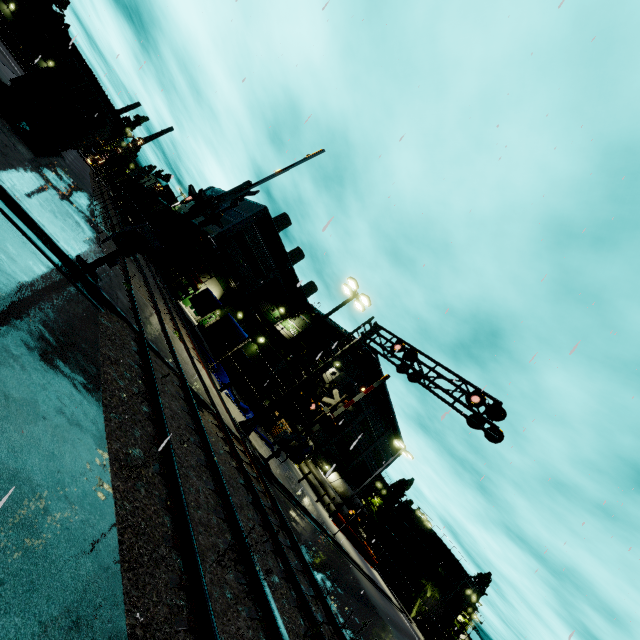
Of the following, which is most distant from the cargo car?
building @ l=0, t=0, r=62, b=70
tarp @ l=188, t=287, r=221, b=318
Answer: tarp @ l=188, t=287, r=221, b=318

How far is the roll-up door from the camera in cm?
3892

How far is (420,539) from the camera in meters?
58.9

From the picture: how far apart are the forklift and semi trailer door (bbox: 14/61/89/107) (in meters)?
24.74

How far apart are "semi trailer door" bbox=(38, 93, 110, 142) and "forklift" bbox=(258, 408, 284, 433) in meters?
23.3

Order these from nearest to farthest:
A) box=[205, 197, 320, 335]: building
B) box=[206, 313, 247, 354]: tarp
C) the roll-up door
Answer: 1. box=[206, 313, 247, 354]: tarp
2. the roll-up door
3. box=[205, 197, 320, 335]: building

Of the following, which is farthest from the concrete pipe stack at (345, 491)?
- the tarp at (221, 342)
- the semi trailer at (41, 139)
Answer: the semi trailer at (41, 139)

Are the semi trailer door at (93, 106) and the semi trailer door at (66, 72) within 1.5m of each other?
yes
